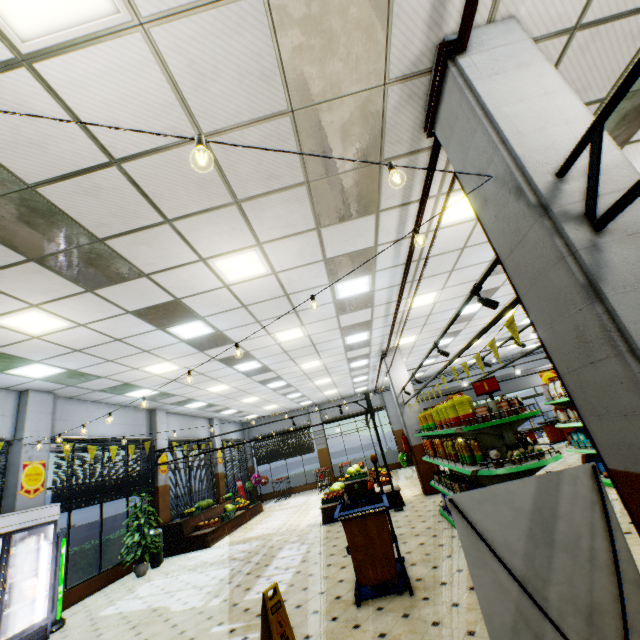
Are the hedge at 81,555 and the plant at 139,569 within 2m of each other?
yes

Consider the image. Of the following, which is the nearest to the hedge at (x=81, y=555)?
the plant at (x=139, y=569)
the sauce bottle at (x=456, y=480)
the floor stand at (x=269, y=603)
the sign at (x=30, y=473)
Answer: the plant at (x=139, y=569)

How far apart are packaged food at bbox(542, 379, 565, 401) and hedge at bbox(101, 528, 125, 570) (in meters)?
12.93

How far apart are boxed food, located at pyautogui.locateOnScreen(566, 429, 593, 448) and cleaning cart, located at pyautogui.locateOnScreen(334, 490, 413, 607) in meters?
4.9

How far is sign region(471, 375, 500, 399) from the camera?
4.66m

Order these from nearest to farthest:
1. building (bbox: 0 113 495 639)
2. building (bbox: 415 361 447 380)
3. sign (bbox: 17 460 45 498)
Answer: building (bbox: 0 113 495 639), sign (bbox: 17 460 45 498), building (bbox: 415 361 447 380)

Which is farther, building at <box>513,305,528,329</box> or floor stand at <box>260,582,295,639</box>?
building at <box>513,305,528,329</box>

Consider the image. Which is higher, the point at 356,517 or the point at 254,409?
the point at 254,409
